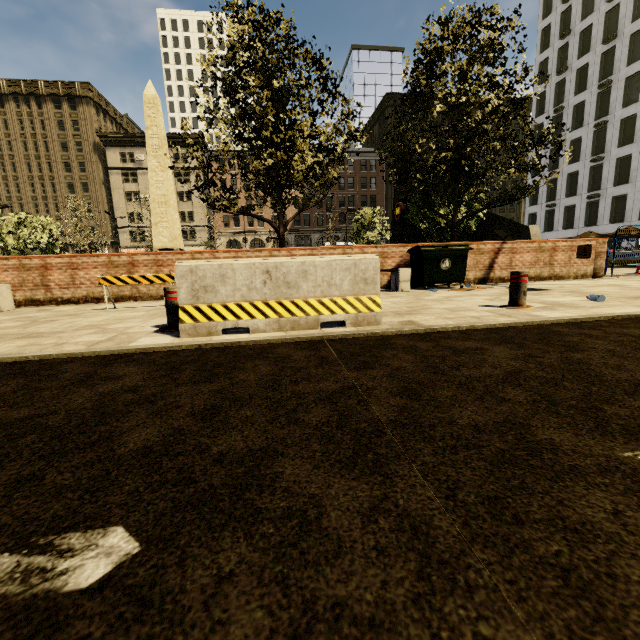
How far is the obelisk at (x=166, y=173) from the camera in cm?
1962

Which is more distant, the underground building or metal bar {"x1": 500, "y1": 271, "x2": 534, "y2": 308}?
the underground building

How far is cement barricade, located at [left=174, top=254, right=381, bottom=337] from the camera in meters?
3.6

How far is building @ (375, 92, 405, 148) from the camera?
54.4 meters

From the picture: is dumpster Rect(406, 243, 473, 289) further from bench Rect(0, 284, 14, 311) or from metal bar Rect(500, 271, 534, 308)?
bench Rect(0, 284, 14, 311)

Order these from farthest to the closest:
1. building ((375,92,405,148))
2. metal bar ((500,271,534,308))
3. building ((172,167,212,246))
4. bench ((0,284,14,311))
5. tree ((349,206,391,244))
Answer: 1. building ((375,92,405,148))
2. building ((172,167,212,246))
3. tree ((349,206,391,244))
4. bench ((0,284,14,311))
5. metal bar ((500,271,534,308))

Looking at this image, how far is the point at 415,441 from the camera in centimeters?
147cm

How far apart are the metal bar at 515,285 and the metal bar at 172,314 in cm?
454
